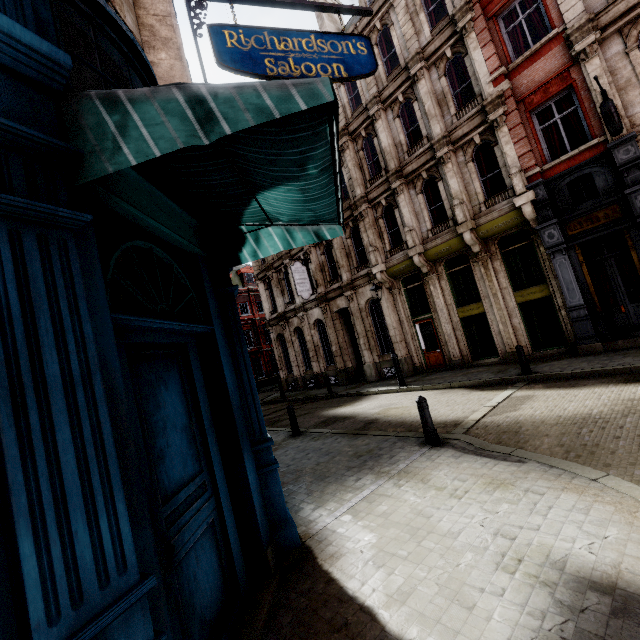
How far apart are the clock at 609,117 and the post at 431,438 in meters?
9.2

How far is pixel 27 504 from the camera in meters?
1.4

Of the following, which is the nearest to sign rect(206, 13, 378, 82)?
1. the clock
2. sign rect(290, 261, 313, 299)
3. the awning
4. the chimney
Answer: the awning

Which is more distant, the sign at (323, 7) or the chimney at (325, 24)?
the chimney at (325, 24)

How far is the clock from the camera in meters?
8.6 m

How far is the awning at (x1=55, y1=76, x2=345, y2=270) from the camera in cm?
191

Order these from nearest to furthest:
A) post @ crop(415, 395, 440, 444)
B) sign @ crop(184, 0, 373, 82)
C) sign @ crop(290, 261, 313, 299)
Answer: sign @ crop(184, 0, 373, 82), post @ crop(415, 395, 440, 444), sign @ crop(290, 261, 313, 299)

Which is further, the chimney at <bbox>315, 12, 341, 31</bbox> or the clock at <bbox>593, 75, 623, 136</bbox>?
the chimney at <bbox>315, 12, 341, 31</bbox>
